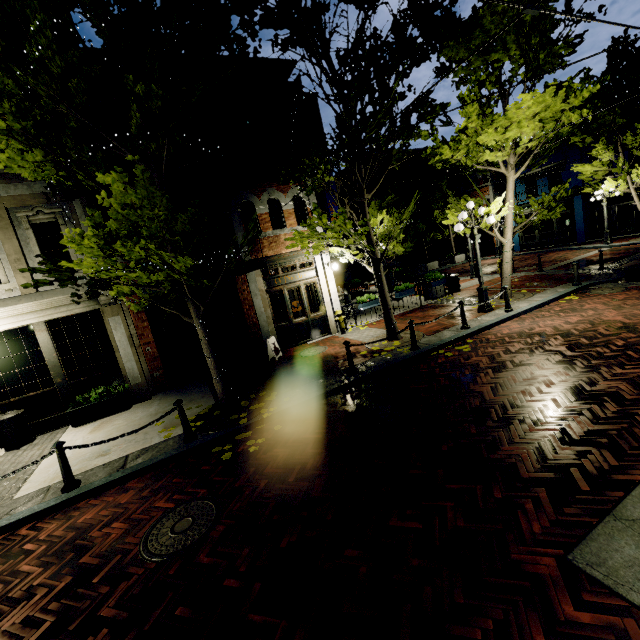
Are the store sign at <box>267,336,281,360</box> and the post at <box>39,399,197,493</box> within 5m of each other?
no

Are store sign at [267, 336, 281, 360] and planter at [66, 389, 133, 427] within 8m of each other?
yes

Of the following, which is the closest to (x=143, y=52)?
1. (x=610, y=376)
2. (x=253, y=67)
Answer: (x=253, y=67)

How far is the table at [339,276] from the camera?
14.9 meters

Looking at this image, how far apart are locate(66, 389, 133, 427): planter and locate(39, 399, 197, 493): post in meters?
3.6 m

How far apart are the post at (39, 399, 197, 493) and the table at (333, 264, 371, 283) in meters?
10.3

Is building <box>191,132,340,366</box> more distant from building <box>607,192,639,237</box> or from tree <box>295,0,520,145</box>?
building <box>607,192,639,237</box>

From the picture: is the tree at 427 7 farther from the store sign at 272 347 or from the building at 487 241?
the store sign at 272 347
